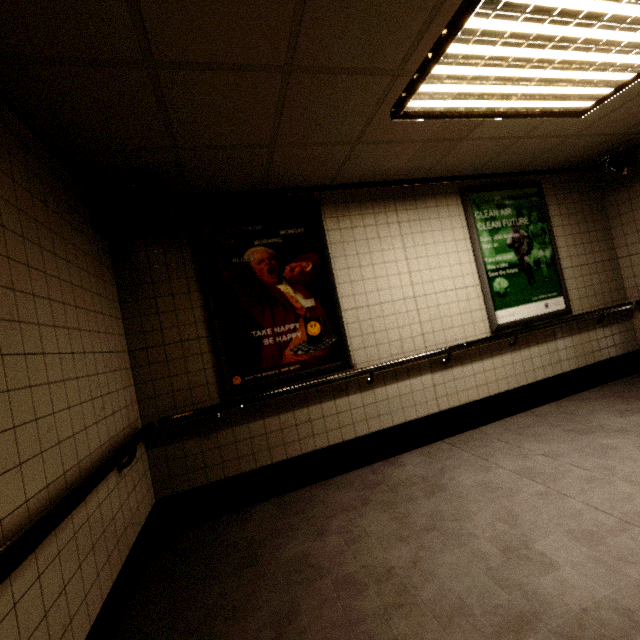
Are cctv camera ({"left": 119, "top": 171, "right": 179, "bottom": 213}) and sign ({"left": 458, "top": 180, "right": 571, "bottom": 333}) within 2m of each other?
no

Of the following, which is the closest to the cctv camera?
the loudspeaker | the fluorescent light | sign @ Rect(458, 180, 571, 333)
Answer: the fluorescent light

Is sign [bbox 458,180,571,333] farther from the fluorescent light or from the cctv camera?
the cctv camera

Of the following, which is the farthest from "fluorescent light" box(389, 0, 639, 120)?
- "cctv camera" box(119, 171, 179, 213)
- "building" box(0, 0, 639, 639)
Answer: "cctv camera" box(119, 171, 179, 213)

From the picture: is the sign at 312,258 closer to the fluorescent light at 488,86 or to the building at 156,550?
the building at 156,550

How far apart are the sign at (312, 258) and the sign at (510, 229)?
1.8 meters

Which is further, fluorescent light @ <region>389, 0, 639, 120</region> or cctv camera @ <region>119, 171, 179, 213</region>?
cctv camera @ <region>119, 171, 179, 213</region>

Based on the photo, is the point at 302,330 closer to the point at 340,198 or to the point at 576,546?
the point at 340,198
